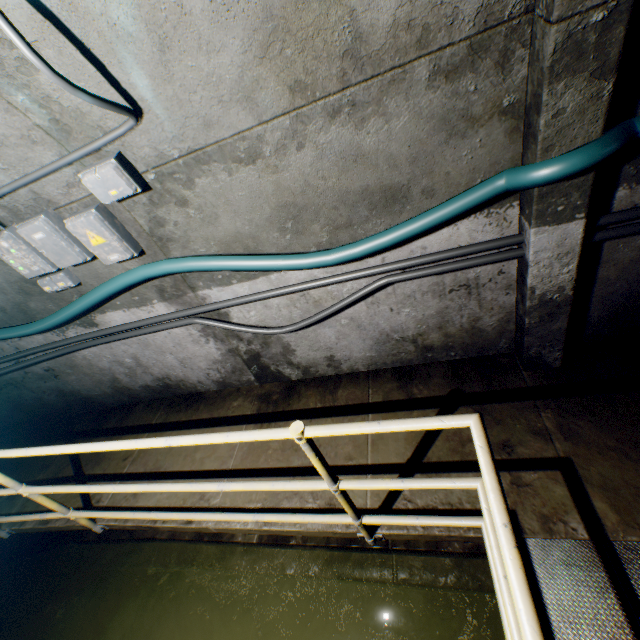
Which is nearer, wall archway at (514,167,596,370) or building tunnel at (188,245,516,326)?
wall archway at (514,167,596,370)

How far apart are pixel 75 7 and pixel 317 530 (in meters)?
3.05

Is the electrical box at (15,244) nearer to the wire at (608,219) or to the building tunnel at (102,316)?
the building tunnel at (102,316)

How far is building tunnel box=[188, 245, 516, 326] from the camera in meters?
2.4

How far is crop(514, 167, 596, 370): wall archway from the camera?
1.7m

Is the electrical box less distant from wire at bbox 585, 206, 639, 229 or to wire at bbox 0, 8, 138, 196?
wire at bbox 0, 8, 138, 196

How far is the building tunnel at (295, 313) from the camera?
2.4 meters

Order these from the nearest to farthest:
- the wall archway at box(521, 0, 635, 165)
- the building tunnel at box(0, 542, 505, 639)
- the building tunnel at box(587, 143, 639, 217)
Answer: the wall archway at box(521, 0, 635, 165), the building tunnel at box(587, 143, 639, 217), the building tunnel at box(0, 542, 505, 639)
